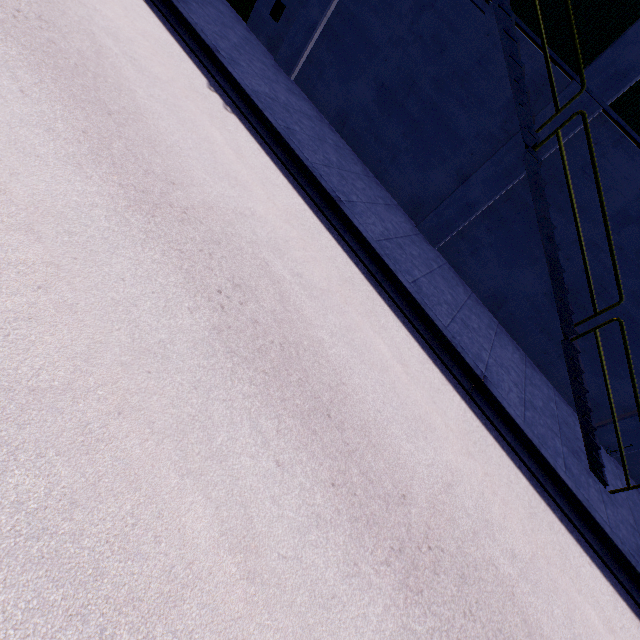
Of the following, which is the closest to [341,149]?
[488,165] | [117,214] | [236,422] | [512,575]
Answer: [488,165]

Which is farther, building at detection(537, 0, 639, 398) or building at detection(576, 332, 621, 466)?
building at detection(576, 332, 621, 466)

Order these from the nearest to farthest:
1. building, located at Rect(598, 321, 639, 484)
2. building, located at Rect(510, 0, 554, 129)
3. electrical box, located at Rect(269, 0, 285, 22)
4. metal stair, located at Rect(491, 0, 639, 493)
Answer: metal stair, located at Rect(491, 0, 639, 493) → building, located at Rect(510, 0, 554, 129) → building, located at Rect(598, 321, 639, 484) → electrical box, located at Rect(269, 0, 285, 22)

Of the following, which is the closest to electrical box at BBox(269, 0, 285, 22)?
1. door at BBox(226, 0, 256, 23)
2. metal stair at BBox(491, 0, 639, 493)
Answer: door at BBox(226, 0, 256, 23)

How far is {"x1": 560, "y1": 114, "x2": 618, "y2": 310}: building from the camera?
8.1 meters

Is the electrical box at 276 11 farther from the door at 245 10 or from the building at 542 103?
the door at 245 10

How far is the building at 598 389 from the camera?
9.1m

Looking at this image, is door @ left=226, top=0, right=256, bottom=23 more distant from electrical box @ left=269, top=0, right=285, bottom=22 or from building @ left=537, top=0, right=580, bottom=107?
electrical box @ left=269, top=0, right=285, bottom=22
